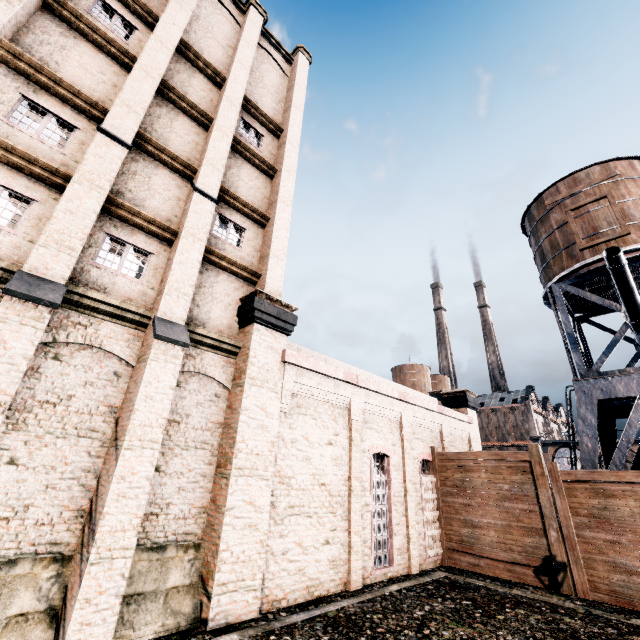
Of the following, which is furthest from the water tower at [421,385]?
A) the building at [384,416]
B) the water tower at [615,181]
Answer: the water tower at [615,181]

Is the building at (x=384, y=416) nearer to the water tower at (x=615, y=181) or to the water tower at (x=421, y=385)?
the water tower at (x=615, y=181)

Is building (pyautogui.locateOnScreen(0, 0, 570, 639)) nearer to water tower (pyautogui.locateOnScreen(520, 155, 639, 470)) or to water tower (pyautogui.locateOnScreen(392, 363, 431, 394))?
water tower (pyautogui.locateOnScreen(520, 155, 639, 470))

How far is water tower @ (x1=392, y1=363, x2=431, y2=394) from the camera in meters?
56.0 m

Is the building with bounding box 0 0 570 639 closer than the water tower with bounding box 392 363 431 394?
Yes

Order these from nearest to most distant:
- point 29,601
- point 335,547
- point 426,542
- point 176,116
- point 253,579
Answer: point 29,601 → point 253,579 → point 335,547 → point 176,116 → point 426,542

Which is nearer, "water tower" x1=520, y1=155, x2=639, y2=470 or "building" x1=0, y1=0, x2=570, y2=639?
"building" x1=0, y1=0, x2=570, y2=639
